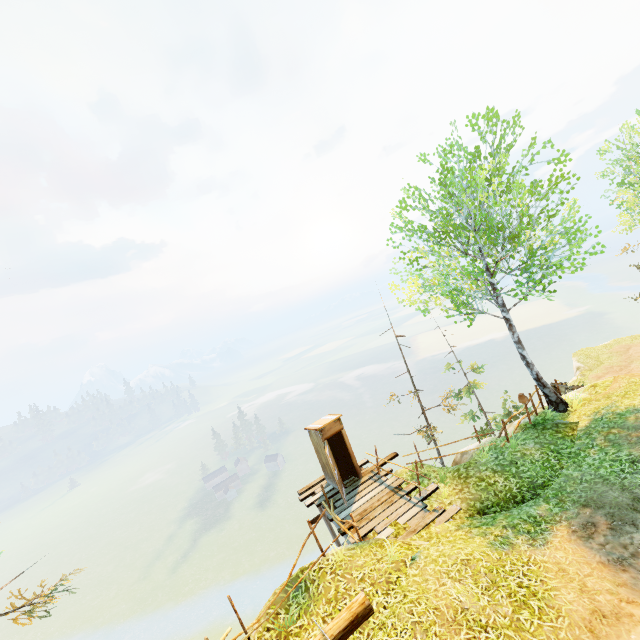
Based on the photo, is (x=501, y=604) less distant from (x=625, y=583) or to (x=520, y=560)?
(x=520, y=560)

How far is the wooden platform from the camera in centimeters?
977cm

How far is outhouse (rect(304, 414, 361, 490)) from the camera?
12.6 meters

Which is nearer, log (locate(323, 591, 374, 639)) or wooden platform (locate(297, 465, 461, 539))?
log (locate(323, 591, 374, 639))

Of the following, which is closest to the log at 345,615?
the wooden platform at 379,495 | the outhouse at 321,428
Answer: the wooden platform at 379,495

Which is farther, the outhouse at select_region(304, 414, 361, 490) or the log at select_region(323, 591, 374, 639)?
the outhouse at select_region(304, 414, 361, 490)

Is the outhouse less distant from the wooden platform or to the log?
the wooden platform

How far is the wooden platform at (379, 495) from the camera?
9.8m
